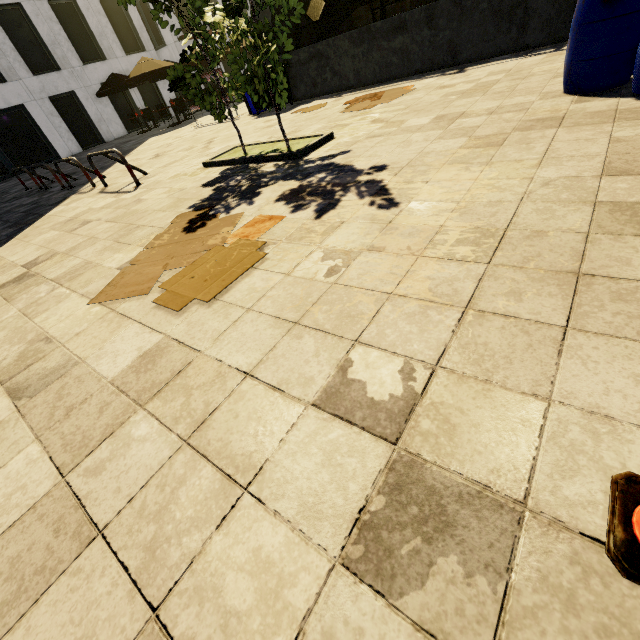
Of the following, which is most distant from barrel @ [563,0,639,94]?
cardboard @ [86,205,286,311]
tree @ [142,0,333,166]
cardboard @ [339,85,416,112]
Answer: cardboard @ [86,205,286,311]

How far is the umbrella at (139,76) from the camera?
15.0m

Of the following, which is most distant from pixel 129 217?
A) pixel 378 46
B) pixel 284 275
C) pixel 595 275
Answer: pixel 378 46

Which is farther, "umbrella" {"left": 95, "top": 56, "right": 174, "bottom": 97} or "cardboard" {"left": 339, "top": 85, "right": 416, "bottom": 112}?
"umbrella" {"left": 95, "top": 56, "right": 174, "bottom": 97}

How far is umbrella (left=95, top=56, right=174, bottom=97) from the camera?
15.04m

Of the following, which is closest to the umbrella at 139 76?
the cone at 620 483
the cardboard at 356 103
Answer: the cardboard at 356 103

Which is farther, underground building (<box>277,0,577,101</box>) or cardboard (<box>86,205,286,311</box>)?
underground building (<box>277,0,577,101</box>)

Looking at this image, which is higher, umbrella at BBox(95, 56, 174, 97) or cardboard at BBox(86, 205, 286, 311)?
umbrella at BBox(95, 56, 174, 97)
